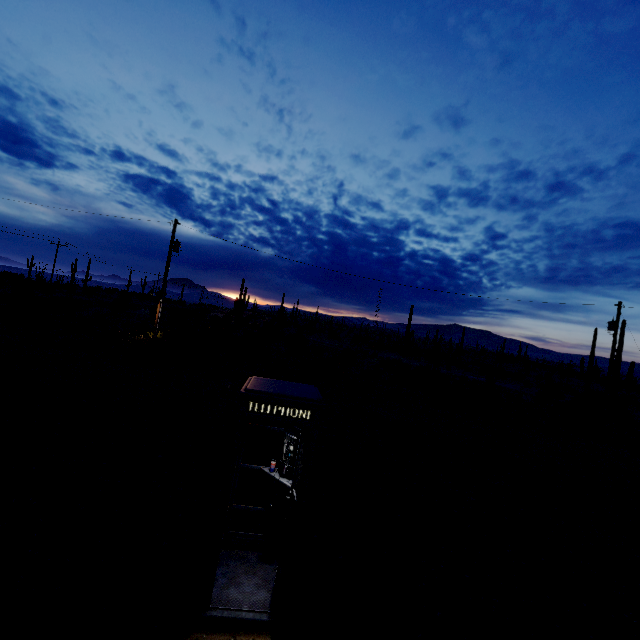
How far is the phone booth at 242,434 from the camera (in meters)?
3.75

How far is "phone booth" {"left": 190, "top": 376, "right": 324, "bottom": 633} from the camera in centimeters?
375cm

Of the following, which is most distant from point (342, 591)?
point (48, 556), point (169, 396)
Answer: point (169, 396)
